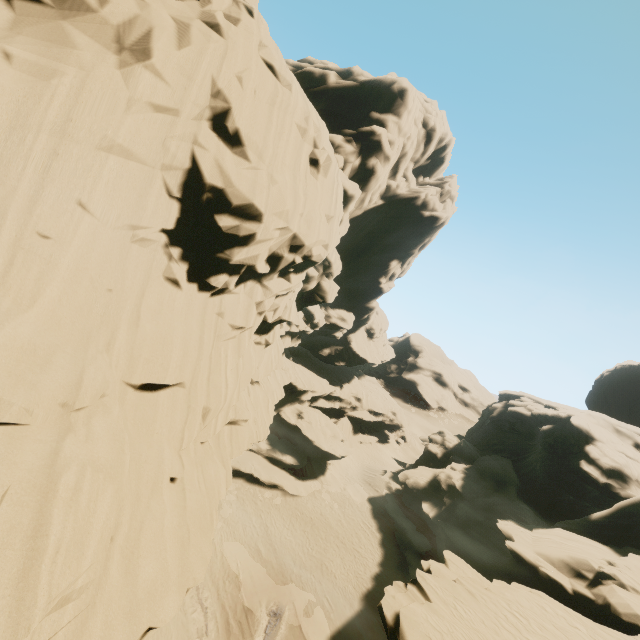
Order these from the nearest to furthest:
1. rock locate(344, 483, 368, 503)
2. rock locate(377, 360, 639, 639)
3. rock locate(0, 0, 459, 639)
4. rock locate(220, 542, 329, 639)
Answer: rock locate(0, 0, 459, 639) < rock locate(377, 360, 639, 639) < rock locate(220, 542, 329, 639) < rock locate(344, 483, 368, 503)

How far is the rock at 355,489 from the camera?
36.44m

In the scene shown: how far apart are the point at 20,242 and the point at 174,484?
7.1 meters

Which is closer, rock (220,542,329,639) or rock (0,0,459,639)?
rock (0,0,459,639)

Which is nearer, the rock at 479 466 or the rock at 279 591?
the rock at 479 466
